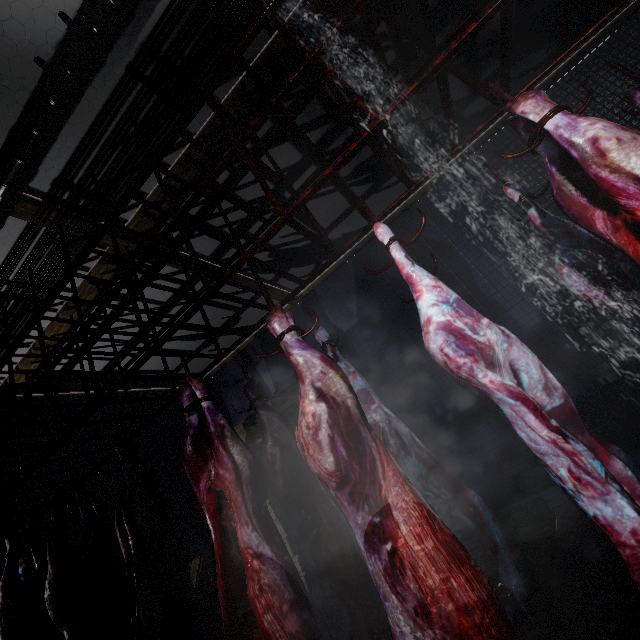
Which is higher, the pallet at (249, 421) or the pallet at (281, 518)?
the pallet at (249, 421)

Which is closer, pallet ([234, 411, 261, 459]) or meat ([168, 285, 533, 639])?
meat ([168, 285, 533, 639])

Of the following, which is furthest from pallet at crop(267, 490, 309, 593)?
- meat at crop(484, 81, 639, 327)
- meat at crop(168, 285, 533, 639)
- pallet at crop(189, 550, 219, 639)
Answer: meat at crop(484, 81, 639, 327)

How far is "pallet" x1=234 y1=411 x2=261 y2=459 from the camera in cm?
417

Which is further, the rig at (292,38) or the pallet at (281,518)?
the pallet at (281,518)

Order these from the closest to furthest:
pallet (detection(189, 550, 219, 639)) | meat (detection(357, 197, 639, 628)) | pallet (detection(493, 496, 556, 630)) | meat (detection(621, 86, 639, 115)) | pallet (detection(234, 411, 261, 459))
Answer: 1. meat (detection(357, 197, 639, 628))
2. meat (detection(621, 86, 639, 115))
3. pallet (detection(493, 496, 556, 630))
4. pallet (detection(189, 550, 219, 639))
5. pallet (detection(234, 411, 261, 459))

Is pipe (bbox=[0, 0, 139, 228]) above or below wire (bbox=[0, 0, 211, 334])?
below

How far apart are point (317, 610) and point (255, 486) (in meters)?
0.56
